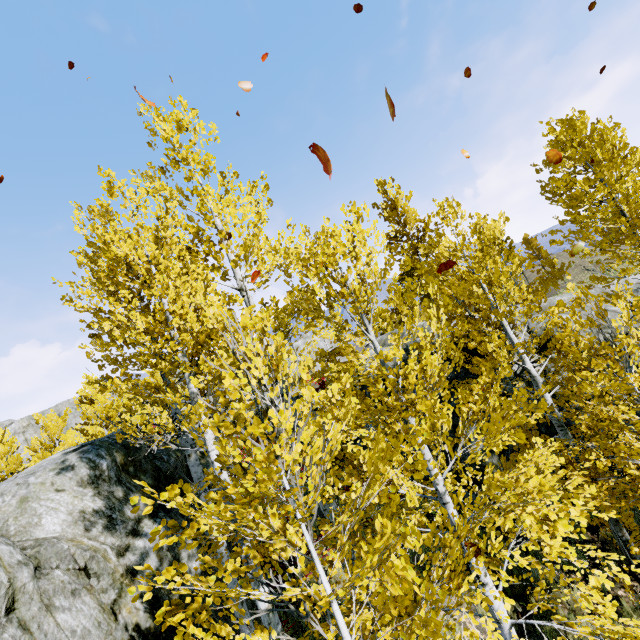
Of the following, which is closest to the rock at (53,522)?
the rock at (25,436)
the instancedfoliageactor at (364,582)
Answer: the instancedfoliageactor at (364,582)

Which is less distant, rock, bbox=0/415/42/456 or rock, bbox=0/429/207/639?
rock, bbox=0/429/207/639

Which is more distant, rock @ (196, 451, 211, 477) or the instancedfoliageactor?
rock @ (196, 451, 211, 477)

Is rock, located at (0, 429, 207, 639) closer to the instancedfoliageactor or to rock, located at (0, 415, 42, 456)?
the instancedfoliageactor

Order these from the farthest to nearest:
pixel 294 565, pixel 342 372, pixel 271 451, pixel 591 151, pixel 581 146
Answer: pixel 581 146
pixel 294 565
pixel 591 151
pixel 342 372
pixel 271 451

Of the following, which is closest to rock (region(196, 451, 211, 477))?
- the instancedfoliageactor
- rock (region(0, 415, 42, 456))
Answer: the instancedfoliageactor

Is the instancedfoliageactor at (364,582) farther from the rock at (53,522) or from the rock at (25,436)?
the rock at (25,436)
